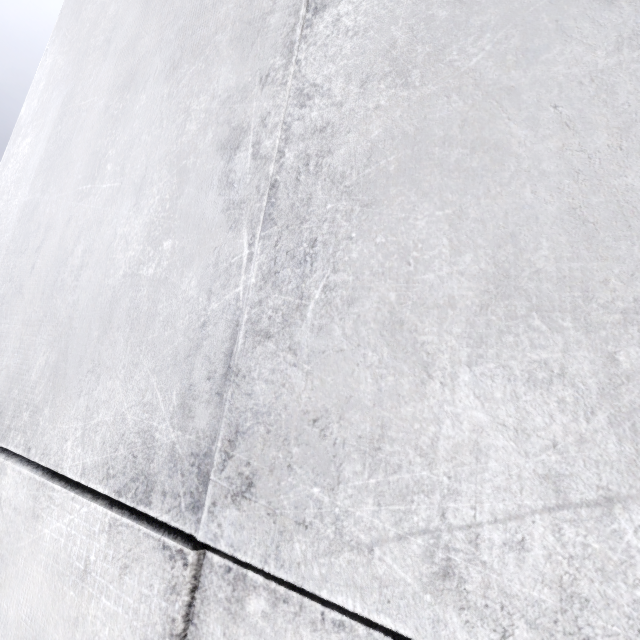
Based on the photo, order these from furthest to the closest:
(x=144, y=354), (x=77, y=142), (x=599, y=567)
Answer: (x=77, y=142)
(x=144, y=354)
(x=599, y=567)
